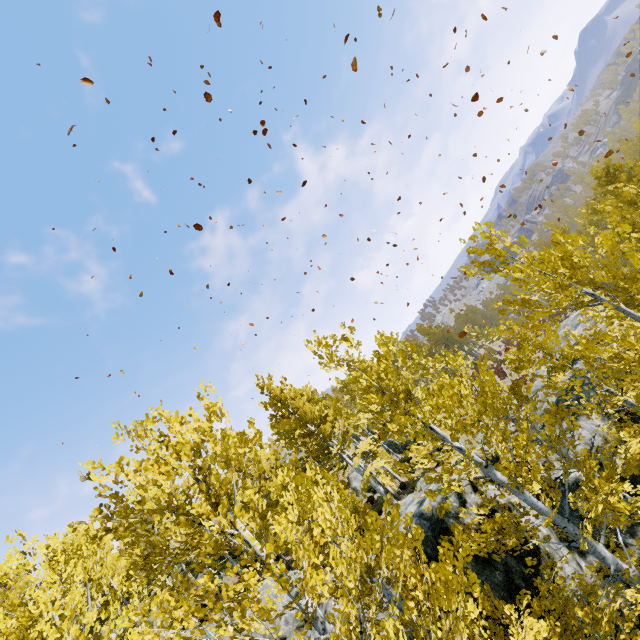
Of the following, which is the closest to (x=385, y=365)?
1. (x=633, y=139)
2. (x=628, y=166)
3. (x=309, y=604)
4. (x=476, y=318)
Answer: (x=309, y=604)

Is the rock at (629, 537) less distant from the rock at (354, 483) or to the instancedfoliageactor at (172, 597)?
the instancedfoliageactor at (172, 597)

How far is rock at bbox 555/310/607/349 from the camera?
21.25m

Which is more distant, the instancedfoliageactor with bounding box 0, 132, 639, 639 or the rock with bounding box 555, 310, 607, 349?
the rock with bounding box 555, 310, 607, 349

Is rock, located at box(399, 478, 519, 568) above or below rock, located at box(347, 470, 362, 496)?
below

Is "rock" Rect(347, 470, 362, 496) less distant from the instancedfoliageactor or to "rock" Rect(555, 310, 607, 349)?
the instancedfoliageactor

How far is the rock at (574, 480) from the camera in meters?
9.4 m

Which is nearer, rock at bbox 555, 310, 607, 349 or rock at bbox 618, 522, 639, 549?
rock at bbox 618, 522, 639, 549
